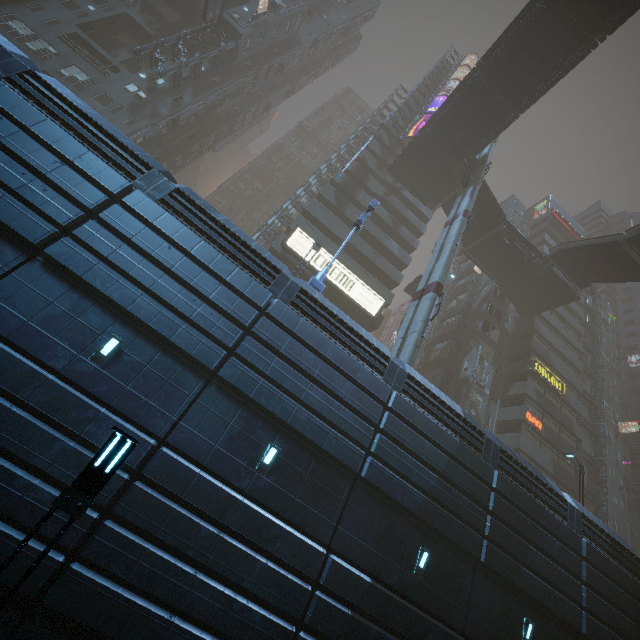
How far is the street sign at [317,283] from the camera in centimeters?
1452cm

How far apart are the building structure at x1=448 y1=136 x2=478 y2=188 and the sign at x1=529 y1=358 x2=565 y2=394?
19.39m

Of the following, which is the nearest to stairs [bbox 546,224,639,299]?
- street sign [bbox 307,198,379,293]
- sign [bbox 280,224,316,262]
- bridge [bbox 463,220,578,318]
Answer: bridge [bbox 463,220,578,318]

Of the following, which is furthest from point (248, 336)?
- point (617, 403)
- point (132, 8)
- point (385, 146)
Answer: point (617, 403)

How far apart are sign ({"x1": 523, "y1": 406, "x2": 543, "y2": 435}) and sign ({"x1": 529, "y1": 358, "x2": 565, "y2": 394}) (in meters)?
4.28

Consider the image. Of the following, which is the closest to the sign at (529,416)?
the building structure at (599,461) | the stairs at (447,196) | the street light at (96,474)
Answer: the building structure at (599,461)

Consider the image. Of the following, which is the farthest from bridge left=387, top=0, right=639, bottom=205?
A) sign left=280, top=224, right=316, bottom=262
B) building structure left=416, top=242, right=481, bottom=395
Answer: sign left=280, top=224, right=316, bottom=262

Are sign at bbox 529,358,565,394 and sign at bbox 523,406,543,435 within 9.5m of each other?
yes
